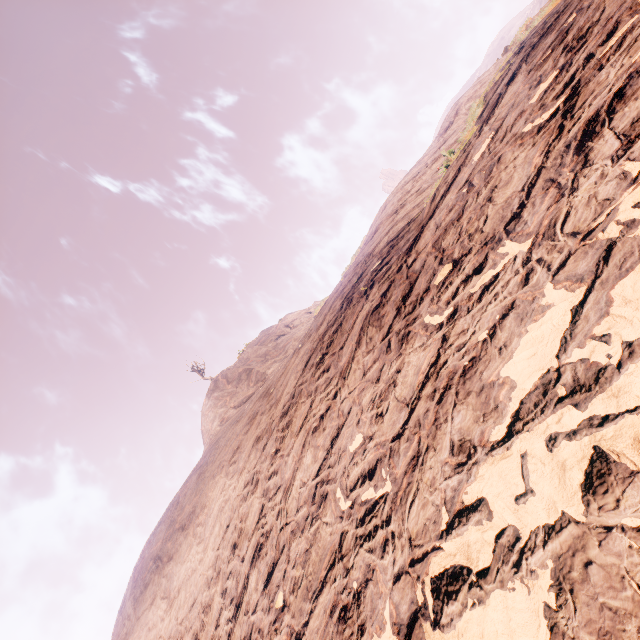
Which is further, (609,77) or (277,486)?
(277,486)
